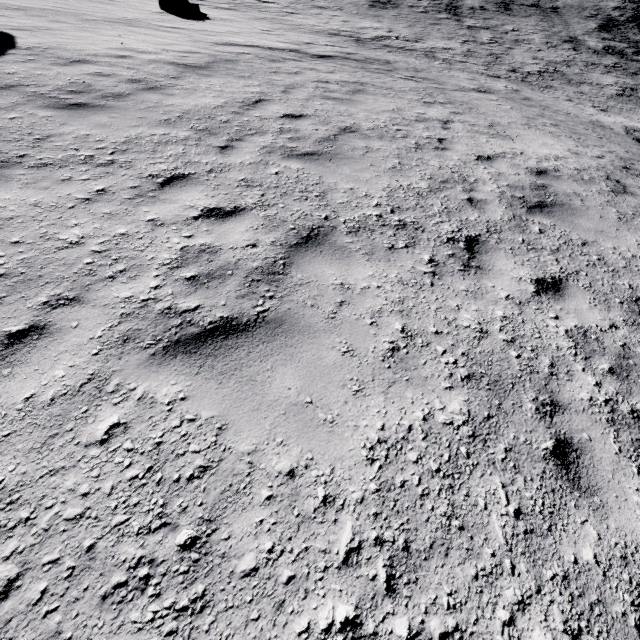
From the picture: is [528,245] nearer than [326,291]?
No
